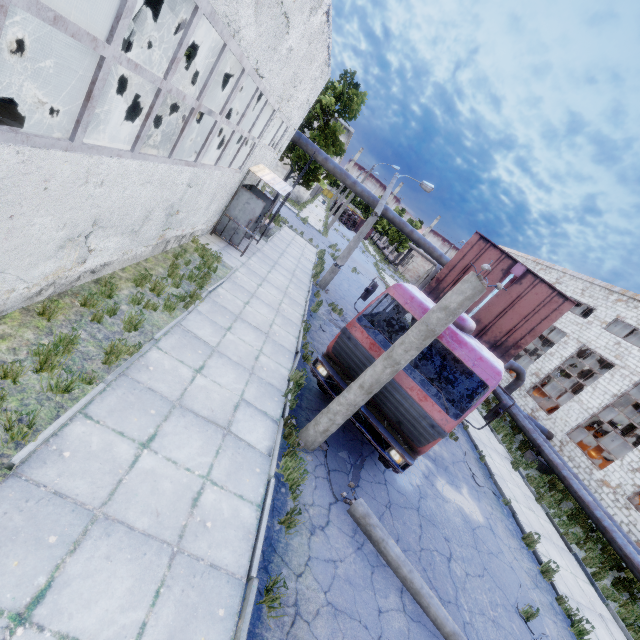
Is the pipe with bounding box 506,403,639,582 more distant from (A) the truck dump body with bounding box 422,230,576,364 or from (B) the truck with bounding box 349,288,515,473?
(B) the truck with bounding box 349,288,515,473

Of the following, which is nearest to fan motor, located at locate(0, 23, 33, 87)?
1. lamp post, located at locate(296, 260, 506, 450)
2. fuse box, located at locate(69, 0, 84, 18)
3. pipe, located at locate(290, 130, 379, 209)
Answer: pipe, located at locate(290, 130, 379, 209)

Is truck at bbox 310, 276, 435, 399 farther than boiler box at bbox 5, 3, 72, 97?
No

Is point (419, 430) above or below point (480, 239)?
below

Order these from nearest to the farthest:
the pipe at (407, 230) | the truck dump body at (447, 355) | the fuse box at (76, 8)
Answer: the truck dump body at (447, 355) → the pipe at (407, 230) → the fuse box at (76, 8)

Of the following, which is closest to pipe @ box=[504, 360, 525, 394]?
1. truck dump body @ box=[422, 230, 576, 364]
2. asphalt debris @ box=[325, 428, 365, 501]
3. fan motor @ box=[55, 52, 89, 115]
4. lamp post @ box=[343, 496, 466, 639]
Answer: fan motor @ box=[55, 52, 89, 115]

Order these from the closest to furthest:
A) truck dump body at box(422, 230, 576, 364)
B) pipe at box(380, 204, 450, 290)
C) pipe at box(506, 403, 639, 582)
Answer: truck dump body at box(422, 230, 576, 364), pipe at box(506, 403, 639, 582), pipe at box(380, 204, 450, 290)

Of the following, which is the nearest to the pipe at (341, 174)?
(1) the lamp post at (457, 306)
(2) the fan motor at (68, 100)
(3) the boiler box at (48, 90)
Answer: (3) the boiler box at (48, 90)
